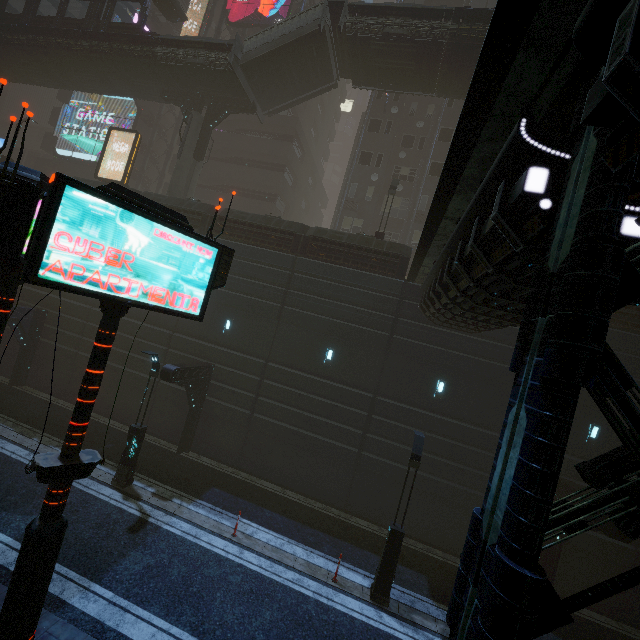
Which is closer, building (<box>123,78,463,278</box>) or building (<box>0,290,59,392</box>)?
building (<box>123,78,463,278</box>)

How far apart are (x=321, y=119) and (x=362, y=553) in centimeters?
4346cm

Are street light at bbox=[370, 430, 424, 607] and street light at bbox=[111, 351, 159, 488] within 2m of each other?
no

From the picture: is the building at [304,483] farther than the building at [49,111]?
No

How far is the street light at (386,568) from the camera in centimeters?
1073cm

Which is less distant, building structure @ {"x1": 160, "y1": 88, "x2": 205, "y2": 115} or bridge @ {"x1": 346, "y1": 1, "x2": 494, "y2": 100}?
A: bridge @ {"x1": 346, "y1": 1, "x2": 494, "y2": 100}

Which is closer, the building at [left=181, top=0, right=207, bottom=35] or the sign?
the sign

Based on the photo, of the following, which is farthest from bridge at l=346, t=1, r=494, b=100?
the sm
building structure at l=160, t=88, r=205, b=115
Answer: building structure at l=160, t=88, r=205, b=115
